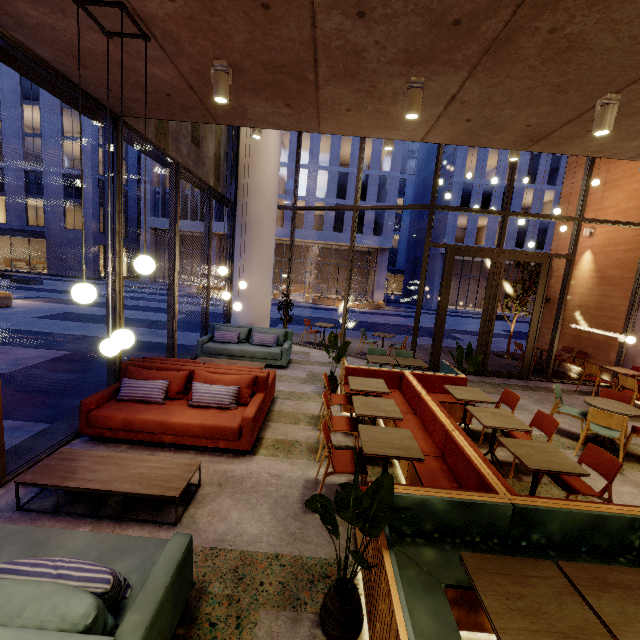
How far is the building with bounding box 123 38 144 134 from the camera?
3.2 meters

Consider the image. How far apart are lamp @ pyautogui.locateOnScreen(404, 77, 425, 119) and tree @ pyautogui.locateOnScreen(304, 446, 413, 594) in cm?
330

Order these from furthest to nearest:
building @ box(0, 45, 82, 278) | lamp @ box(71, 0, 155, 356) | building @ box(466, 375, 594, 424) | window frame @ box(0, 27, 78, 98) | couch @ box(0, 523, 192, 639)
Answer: building @ box(0, 45, 82, 278) < building @ box(466, 375, 594, 424) < window frame @ box(0, 27, 78, 98) < lamp @ box(71, 0, 155, 356) < couch @ box(0, 523, 192, 639)

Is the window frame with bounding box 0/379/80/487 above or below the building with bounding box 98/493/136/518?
above

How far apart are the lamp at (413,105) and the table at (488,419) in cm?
384

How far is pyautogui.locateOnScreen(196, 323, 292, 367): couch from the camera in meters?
8.2 m

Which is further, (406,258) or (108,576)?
(406,258)

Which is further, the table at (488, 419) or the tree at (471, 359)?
the tree at (471, 359)
